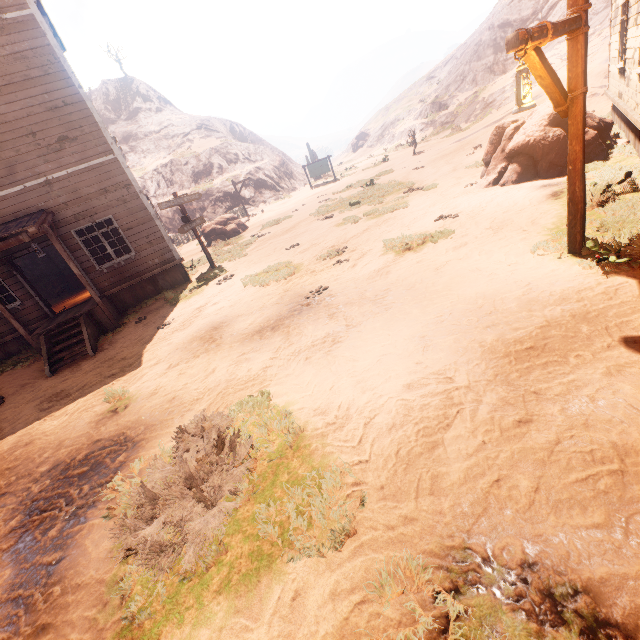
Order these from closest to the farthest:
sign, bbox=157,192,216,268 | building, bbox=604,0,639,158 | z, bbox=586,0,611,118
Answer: building, bbox=604,0,639,158 < sign, bbox=157,192,216,268 < z, bbox=586,0,611,118

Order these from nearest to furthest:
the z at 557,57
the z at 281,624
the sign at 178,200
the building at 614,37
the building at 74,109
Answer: the z at 281,624 < the building at 614,37 < the building at 74,109 < the sign at 178,200 < the z at 557,57

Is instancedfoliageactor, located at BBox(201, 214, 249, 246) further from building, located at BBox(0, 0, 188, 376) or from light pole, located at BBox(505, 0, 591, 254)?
light pole, located at BBox(505, 0, 591, 254)

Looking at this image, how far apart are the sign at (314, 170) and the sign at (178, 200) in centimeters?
1921cm

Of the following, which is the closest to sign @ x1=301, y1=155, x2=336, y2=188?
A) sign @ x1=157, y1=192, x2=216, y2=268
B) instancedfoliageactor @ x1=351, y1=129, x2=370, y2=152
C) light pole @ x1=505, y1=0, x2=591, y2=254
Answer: sign @ x1=157, y1=192, x2=216, y2=268

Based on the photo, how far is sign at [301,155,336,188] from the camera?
29.0m

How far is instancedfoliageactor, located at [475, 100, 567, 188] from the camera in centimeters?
862cm

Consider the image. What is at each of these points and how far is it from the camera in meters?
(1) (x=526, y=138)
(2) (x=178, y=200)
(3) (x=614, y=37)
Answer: (1) instancedfoliageactor, 9.0
(2) sign, 12.3
(3) building, 10.5
